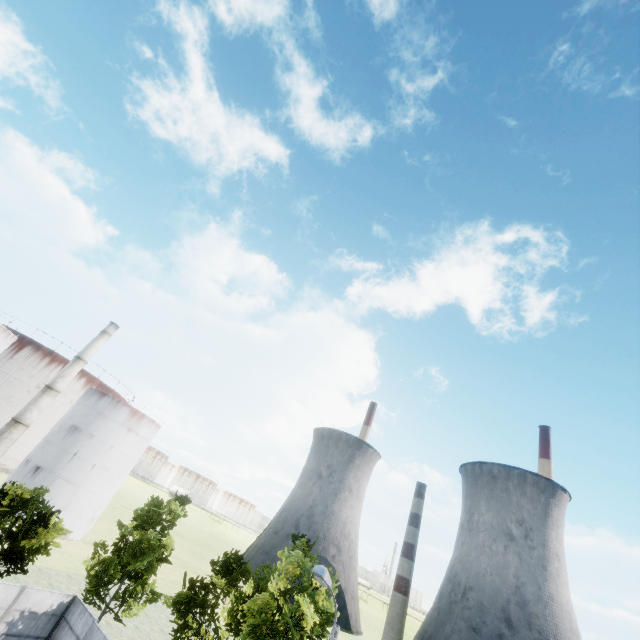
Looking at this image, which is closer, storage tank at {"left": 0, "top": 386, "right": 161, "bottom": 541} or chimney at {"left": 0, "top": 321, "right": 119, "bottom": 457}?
chimney at {"left": 0, "top": 321, "right": 119, "bottom": 457}

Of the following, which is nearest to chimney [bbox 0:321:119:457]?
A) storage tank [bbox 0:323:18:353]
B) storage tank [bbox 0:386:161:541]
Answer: storage tank [bbox 0:386:161:541]

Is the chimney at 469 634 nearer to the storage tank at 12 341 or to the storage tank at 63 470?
the storage tank at 63 470

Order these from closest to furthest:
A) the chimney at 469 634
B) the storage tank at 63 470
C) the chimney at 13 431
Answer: the chimney at 13 431
the storage tank at 63 470
the chimney at 469 634

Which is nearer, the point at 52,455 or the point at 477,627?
the point at 52,455

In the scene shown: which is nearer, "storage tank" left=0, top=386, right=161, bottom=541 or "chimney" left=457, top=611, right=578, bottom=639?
"storage tank" left=0, top=386, right=161, bottom=541

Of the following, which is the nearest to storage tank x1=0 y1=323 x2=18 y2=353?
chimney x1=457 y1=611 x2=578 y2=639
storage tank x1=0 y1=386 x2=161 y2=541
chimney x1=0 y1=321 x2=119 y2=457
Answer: chimney x1=0 y1=321 x2=119 y2=457

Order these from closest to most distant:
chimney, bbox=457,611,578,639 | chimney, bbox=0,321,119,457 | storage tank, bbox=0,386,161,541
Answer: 1. chimney, bbox=0,321,119,457
2. storage tank, bbox=0,386,161,541
3. chimney, bbox=457,611,578,639
